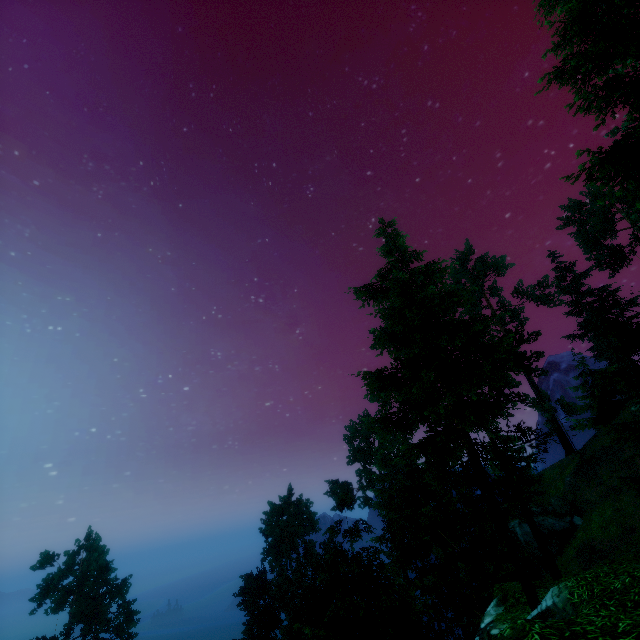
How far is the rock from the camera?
31.4m

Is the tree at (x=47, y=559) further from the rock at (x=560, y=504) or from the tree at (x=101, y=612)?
the rock at (x=560, y=504)

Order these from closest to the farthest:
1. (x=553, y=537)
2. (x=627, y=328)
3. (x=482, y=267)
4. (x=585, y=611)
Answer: (x=585, y=611)
(x=627, y=328)
(x=553, y=537)
(x=482, y=267)

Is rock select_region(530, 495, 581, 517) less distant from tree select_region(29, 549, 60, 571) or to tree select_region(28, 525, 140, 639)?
tree select_region(28, 525, 140, 639)

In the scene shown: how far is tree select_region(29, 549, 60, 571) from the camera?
43.0 meters

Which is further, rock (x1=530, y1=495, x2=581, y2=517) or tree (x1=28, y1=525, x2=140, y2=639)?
tree (x1=28, y1=525, x2=140, y2=639)

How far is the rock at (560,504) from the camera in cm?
3138
